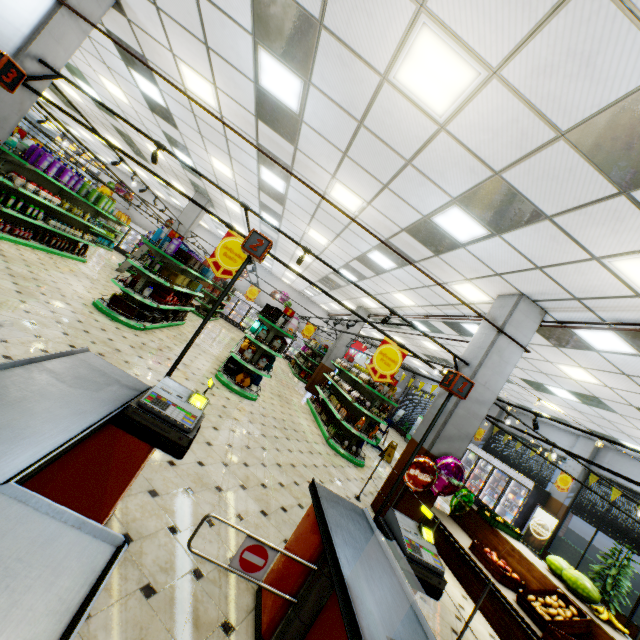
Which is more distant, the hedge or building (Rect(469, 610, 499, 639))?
Answer: the hedge

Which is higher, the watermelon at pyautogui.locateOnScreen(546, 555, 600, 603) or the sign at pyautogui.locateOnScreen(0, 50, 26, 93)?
the sign at pyautogui.locateOnScreen(0, 50, 26, 93)

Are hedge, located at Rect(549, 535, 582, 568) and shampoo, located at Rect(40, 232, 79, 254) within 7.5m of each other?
no

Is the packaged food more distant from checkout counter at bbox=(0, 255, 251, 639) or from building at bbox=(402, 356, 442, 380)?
checkout counter at bbox=(0, 255, 251, 639)

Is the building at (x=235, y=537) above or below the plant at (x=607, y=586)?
below

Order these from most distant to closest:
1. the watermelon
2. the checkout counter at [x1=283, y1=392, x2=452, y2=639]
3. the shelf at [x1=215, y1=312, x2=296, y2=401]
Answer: the shelf at [x1=215, y1=312, x2=296, y2=401] → the watermelon → the checkout counter at [x1=283, y1=392, x2=452, y2=639]

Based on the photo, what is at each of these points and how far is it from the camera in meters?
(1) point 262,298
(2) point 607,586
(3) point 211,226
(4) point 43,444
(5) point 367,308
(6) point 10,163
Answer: (1) building, 25.3
(2) plant, 9.4
(3) building, 21.8
(4) checkout counter, 1.4
(5) building, 15.7
(6) shelf, 7.6

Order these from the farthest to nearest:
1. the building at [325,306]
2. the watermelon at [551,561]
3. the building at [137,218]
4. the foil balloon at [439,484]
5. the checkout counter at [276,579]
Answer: the building at [137,218] → the building at [325,306] → the foil balloon at [439,484] → the watermelon at [551,561] → the checkout counter at [276,579]
